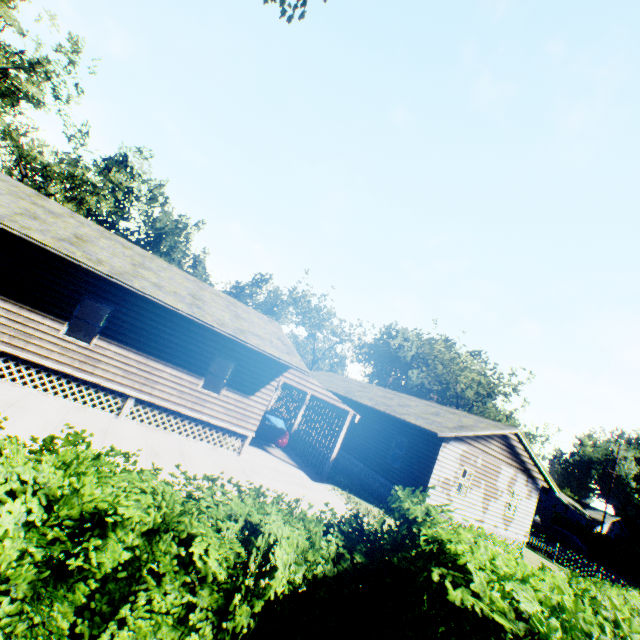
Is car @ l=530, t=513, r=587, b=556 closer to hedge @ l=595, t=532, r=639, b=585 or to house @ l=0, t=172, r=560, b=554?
hedge @ l=595, t=532, r=639, b=585

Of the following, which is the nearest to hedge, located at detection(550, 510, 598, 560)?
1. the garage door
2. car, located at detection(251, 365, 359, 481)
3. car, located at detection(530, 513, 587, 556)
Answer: car, located at detection(530, 513, 587, 556)

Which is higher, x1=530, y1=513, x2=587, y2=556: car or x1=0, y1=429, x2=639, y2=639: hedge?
x1=0, y1=429, x2=639, y2=639: hedge

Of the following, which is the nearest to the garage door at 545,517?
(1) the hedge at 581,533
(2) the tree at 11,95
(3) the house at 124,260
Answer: (1) the hedge at 581,533

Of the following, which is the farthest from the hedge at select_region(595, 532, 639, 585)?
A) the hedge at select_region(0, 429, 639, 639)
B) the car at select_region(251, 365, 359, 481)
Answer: the car at select_region(251, 365, 359, 481)

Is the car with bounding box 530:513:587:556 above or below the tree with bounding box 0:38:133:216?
below

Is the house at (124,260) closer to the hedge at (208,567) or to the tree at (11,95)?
the hedge at (208,567)

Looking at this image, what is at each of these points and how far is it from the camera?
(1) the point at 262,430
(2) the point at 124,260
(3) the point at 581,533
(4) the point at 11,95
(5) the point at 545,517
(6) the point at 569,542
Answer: (1) car, 17.9m
(2) house, 12.9m
(3) hedge, 34.4m
(4) tree, 22.3m
(5) garage door, 45.2m
(6) car, 31.2m
